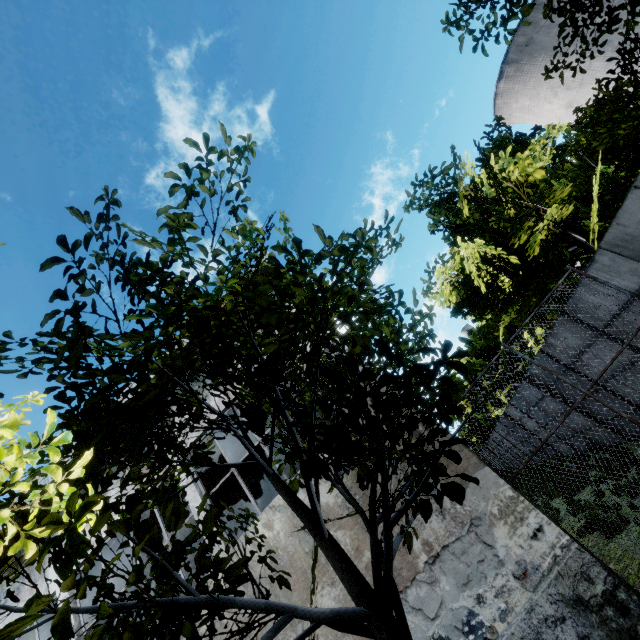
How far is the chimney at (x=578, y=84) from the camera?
54.00m

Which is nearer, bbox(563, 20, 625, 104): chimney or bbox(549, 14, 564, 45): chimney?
bbox(563, 20, 625, 104): chimney

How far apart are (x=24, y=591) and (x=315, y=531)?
10.28m

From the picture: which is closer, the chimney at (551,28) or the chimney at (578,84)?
the chimney at (578,84)

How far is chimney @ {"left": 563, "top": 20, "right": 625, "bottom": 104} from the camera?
54.0 meters

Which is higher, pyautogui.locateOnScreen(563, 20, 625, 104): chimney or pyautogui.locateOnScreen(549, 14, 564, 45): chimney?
pyautogui.locateOnScreen(549, 14, 564, 45): chimney
